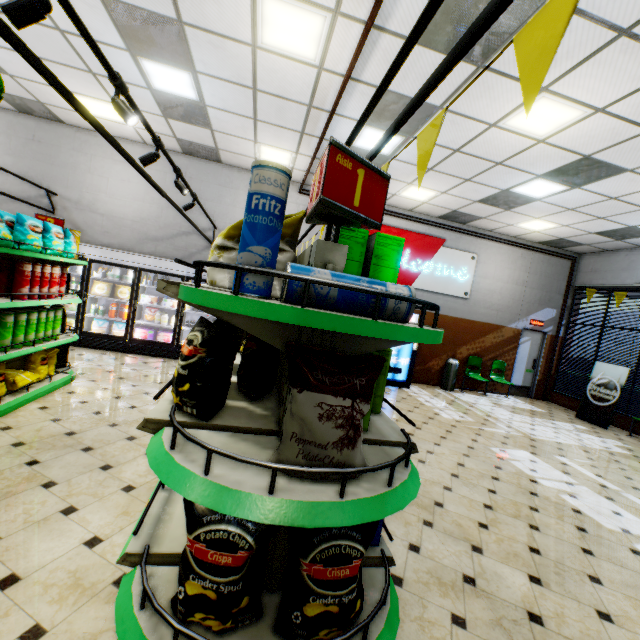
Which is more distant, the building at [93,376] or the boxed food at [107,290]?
the boxed food at [107,290]

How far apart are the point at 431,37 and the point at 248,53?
2.32m

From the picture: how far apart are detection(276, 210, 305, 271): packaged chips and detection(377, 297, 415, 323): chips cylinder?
0.3m

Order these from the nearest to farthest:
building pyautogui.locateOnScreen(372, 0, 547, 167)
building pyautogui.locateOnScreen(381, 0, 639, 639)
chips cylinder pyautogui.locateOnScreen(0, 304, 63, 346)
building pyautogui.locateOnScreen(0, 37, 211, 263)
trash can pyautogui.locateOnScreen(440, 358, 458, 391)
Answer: building pyautogui.locateOnScreen(381, 0, 639, 639), building pyautogui.locateOnScreen(372, 0, 547, 167), chips cylinder pyautogui.locateOnScreen(0, 304, 63, 346), building pyautogui.locateOnScreen(0, 37, 211, 263), trash can pyautogui.locateOnScreen(440, 358, 458, 391)

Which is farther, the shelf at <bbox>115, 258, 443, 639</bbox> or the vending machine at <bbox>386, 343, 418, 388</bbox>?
the vending machine at <bbox>386, 343, 418, 388</bbox>

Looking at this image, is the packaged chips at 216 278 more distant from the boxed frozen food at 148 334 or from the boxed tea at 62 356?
the boxed frozen food at 148 334

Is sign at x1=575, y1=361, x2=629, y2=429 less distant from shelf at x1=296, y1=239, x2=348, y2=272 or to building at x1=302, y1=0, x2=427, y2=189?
building at x1=302, y1=0, x2=427, y2=189
